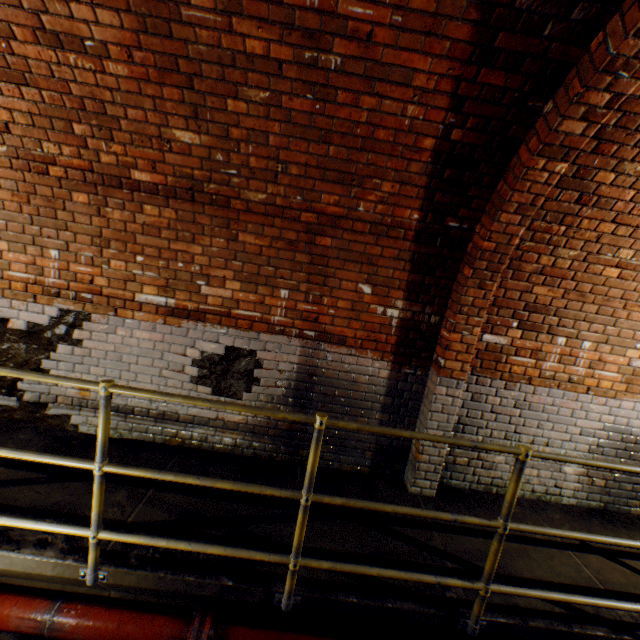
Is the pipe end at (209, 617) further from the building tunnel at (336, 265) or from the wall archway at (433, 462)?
the wall archway at (433, 462)

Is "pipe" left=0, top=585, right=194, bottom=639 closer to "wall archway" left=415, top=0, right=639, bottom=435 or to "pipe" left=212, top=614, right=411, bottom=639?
"pipe" left=212, top=614, right=411, bottom=639

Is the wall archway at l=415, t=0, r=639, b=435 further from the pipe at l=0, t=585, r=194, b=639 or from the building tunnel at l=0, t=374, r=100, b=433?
the pipe at l=0, t=585, r=194, b=639

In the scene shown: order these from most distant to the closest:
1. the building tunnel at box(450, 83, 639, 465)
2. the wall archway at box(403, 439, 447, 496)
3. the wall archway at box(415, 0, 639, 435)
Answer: the wall archway at box(403, 439, 447, 496) → the building tunnel at box(450, 83, 639, 465) → the wall archway at box(415, 0, 639, 435)

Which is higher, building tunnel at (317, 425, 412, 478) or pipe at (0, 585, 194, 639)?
building tunnel at (317, 425, 412, 478)

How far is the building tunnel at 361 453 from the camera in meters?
3.4

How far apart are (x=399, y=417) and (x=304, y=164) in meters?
2.6

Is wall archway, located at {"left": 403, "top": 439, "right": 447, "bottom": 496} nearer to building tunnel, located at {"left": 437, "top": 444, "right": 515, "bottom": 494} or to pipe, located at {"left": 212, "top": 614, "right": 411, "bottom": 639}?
building tunnel, located at {"left": 437, "top": 444, "right": 515, "bottom": 494}
